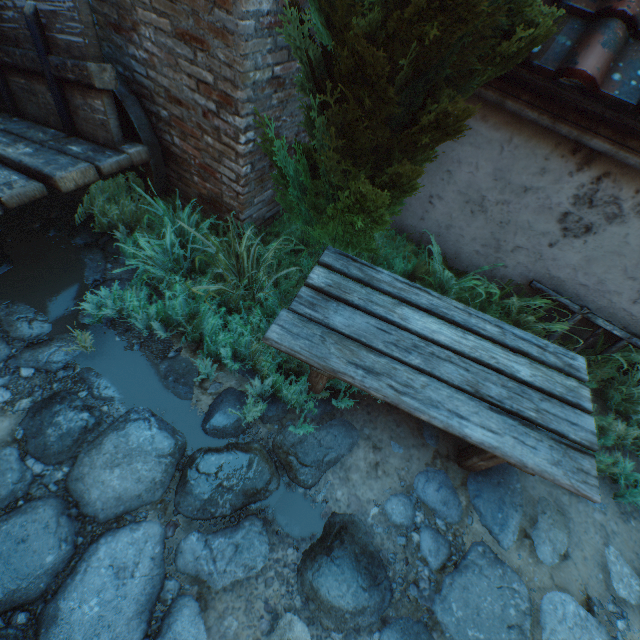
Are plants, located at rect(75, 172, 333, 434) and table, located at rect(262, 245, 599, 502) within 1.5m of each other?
yes

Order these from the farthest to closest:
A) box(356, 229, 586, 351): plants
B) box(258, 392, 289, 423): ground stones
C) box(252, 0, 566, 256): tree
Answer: box(356, 229, 586, 351): plants → box(258, 392, 289, 423): ground stones → box(252, 0, 566, 256): tree

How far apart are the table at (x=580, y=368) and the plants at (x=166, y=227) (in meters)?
0.03

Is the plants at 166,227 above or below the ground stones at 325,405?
above

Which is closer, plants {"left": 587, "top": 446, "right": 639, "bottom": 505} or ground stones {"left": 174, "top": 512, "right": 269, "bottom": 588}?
ground stones {"left": 174, "top": 512, "right": 269, "bottom": 588}

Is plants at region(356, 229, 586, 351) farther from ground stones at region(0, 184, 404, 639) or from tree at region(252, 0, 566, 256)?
ground stones at region(0, 184, 404, 639)

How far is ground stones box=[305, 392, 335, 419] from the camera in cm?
258

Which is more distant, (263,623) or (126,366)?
(126,366)
